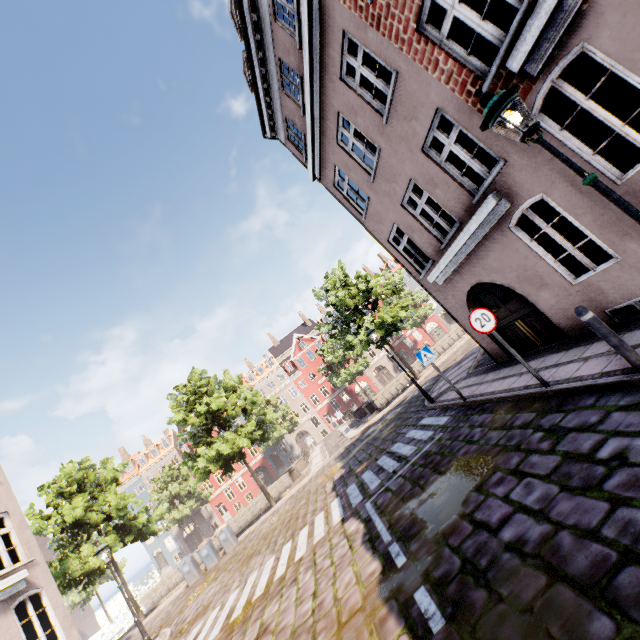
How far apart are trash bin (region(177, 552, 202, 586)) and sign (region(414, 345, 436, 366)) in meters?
18.6 m

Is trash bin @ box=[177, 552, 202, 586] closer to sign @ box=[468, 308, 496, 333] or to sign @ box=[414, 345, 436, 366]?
sign @ box=[414, 345, 436, 366]

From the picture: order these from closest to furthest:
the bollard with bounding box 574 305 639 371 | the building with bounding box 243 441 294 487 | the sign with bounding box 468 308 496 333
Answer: the bollard with bounding box 574 305 639 371 → the sign with bounding box 468 308 496 333 → the building with bounding box 243 441 294 487

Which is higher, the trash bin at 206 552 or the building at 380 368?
the building at 380 368

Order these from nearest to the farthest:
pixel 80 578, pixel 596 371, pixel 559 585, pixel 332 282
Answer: pixel 559 585
pixel 596 371
pixel 80 578
pixel 332 282

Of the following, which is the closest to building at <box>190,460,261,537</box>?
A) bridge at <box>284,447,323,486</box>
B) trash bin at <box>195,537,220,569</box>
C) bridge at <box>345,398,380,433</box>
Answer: trash bin at <box>195,537,220,569</box>

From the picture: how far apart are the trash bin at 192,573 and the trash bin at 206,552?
0.5m

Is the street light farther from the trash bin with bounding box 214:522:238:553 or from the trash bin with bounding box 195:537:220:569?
the trash bin with bounding box 195:537:220:569
